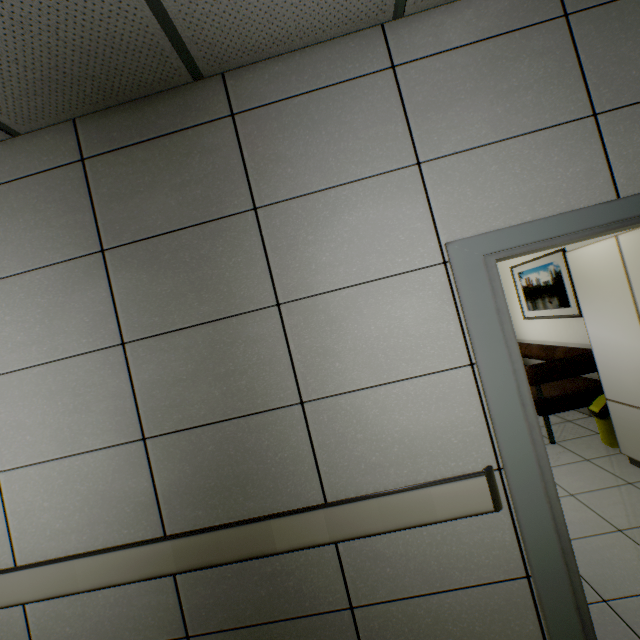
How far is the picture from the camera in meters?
4.1 m

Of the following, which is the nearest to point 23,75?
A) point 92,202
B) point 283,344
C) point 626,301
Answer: point 92,202

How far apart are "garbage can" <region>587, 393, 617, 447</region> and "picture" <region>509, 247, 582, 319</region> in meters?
1.0 m

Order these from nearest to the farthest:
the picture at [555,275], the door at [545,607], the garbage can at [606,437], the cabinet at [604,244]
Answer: the door at [545,607], the cabinet at [604,244], the garbage can at [606,437], the picture at [555,275]

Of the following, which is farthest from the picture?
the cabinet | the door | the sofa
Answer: the door

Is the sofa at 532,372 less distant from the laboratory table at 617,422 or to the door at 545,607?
the laboratory table at 617,422

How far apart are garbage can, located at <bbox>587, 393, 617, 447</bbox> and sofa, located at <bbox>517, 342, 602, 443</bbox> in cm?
11

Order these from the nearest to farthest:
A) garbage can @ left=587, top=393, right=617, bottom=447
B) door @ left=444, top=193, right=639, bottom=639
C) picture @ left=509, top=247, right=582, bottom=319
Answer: door @ left=444, top=193, right=639, bottom=639 < garbage can @ left=587, top=393, right=617, bottom=447 < picture @ left=509, top=247, right=582, bottom=319
